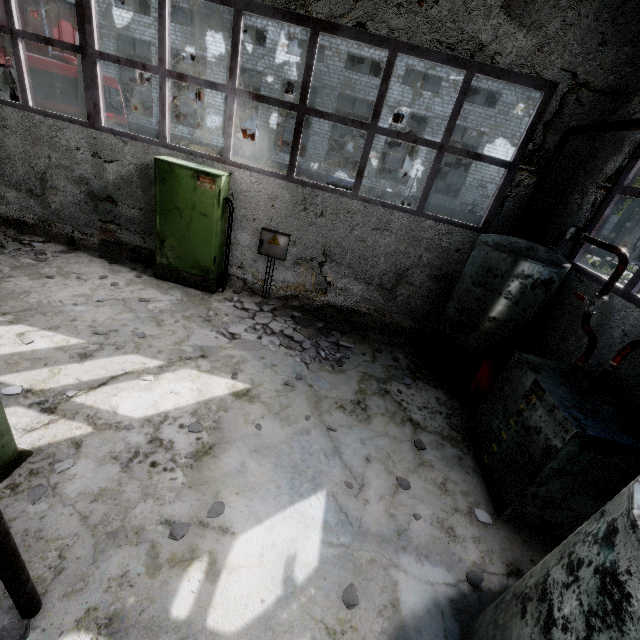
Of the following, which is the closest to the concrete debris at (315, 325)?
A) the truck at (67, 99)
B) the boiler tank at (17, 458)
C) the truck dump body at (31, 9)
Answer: the boiler tank at (17, 458)

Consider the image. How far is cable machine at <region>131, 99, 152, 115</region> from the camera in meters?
29.9

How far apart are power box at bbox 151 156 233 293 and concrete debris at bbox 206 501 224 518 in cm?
470

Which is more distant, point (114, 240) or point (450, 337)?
point (114, 240)

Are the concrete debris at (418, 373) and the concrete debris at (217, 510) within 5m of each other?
yes

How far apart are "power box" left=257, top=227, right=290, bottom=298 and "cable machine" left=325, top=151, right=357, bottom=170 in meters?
26.4

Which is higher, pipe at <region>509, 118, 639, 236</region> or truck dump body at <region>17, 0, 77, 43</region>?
truck dump body at <region>17, 0, 77, 43</region>

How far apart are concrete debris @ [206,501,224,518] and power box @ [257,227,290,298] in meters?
4.8 m
